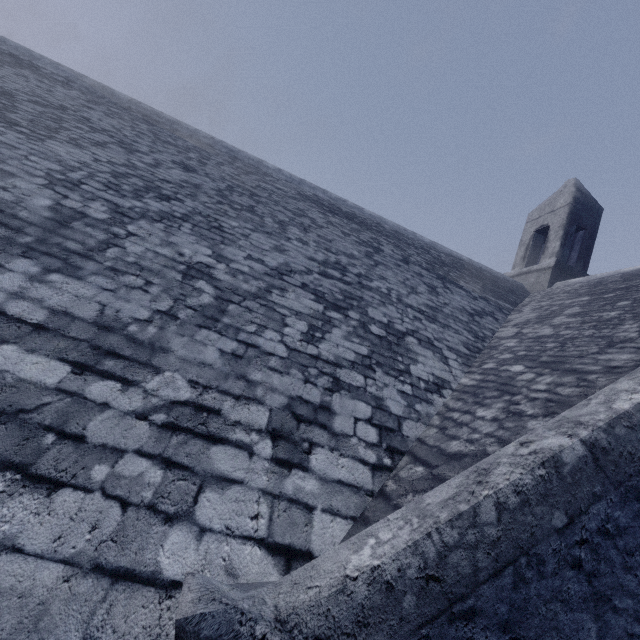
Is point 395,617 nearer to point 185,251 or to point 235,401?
point 235,401
